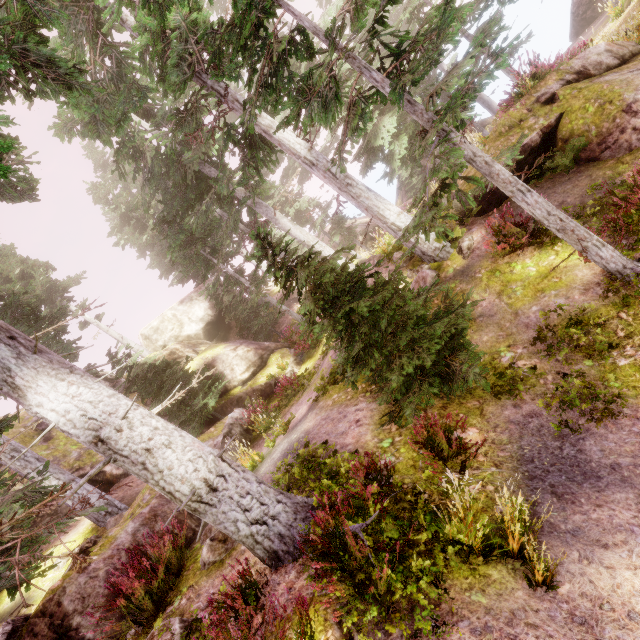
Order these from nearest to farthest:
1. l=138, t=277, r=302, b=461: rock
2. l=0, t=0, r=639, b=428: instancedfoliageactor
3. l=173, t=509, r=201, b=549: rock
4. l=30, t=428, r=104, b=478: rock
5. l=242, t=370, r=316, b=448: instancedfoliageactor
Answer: l=0, t=0, r=639, b=428: instancedfoliageactor < l=173, t=509, r=201, b=549: rock < l=242, t=370, r=316, b=448: instancedfoliageactor < l=138, t=277, r=302, b=461: rock < l=30, t=428, r=104, b=478: rock

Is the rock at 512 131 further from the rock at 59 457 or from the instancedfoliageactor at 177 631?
the rock at 59 457

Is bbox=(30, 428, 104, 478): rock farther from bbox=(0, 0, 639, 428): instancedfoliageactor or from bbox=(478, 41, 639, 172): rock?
bbox=(478, 41, 639, 172): rock

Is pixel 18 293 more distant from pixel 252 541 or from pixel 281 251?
pixel 252 541

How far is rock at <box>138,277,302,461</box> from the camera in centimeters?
1336cm

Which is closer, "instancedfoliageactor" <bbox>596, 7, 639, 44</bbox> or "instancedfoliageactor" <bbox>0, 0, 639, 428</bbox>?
"instancedfoliageactor" <bbox>0, 0, 639, 428</bbox>

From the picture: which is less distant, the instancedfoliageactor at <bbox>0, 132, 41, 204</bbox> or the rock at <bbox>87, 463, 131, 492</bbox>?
the instancedfoliageactor at <bbox>0, 132, 41, 204</bbox>
